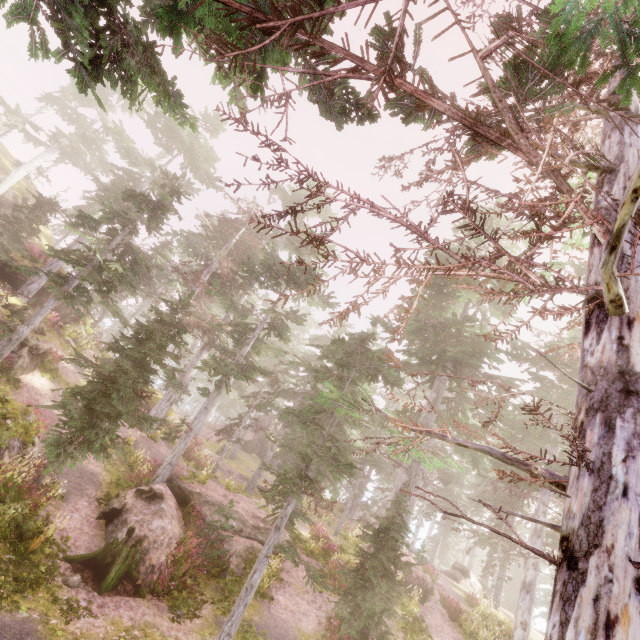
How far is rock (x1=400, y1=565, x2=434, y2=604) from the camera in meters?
18.4 m

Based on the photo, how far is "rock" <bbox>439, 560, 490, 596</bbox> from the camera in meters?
27.1

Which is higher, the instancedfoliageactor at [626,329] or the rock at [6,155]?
the rock at [6,155]

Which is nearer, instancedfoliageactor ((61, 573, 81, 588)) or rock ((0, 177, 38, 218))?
instancedfoliageactor ((61, 573, 81, 588))

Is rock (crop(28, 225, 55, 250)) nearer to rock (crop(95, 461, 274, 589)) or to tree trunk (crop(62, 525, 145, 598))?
tree trunk (crop(62, 525, 145, 598))

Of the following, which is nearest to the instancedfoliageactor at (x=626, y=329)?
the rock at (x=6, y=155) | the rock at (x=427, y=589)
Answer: the rock at (x=6, y=155)

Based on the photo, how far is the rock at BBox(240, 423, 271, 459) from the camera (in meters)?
42.88

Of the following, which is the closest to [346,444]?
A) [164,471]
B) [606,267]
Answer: [164,471]
